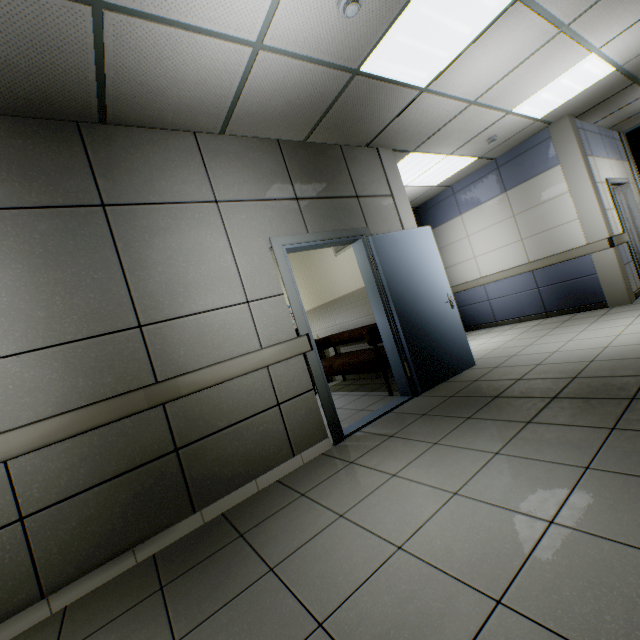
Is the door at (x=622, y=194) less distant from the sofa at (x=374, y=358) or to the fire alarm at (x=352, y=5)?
the sofa at (x=374, y=358)

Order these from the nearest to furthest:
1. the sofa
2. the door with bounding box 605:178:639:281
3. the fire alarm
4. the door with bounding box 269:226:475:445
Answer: the fire alarm
the door with bounding box 269:226:475:445
the sofa
the door with bounding box 605:178:639:281

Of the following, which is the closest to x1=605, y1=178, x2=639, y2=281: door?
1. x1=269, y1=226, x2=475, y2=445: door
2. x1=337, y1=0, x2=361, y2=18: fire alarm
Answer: x1=269, y1=226, x2=475, y2=445: door

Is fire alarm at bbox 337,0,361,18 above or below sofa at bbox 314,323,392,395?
above

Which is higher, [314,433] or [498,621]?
[314,433]

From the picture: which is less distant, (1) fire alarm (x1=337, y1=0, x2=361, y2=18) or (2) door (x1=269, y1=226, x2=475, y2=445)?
(1) fire alarm (x1=337, y1=0, x2=361, y2=18)

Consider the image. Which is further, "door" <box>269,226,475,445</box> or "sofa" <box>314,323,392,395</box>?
"sofa" <box>314,323,392,395</box>

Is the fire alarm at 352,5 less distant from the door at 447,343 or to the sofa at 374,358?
the door at 447,343
